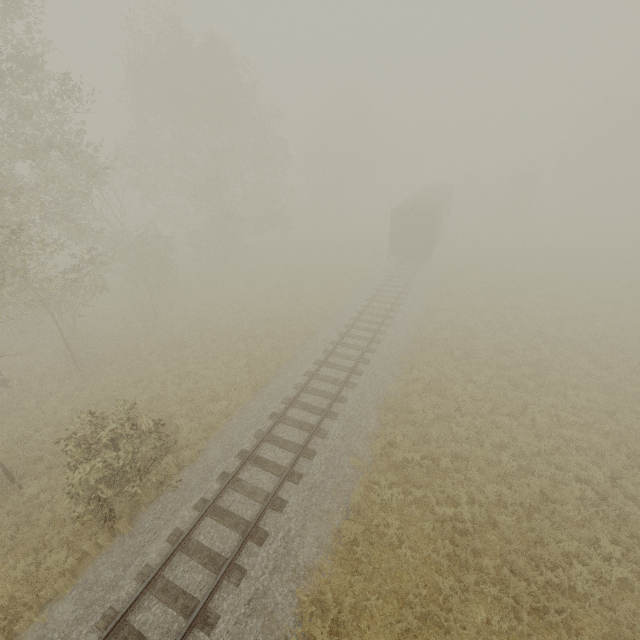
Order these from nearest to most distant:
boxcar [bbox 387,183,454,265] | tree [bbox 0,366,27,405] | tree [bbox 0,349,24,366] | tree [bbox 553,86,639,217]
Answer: tree [bbox 0,349,24,366] → tree [bbox 0,366,27,405] → boxcar [bbox 387,183,454,265] → tree [bbox 553,86,639,217]

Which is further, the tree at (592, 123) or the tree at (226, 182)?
the tree at (592, 123)

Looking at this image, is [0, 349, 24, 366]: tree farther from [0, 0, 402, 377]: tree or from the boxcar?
the boxcar

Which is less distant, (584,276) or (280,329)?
(280,329)

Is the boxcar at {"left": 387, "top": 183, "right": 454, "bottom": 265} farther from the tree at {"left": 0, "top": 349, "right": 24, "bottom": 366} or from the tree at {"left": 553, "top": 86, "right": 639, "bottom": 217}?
the tree at {"left": 0, "top": 349, "right": 24, "bottom": 366}

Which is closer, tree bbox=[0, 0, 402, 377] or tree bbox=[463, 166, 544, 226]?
tree bbox=[0, 0, 402, 377]

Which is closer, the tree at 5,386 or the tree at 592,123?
the tree at 5,386

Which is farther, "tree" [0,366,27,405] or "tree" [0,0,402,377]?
"tree" [0,366,27,405]
